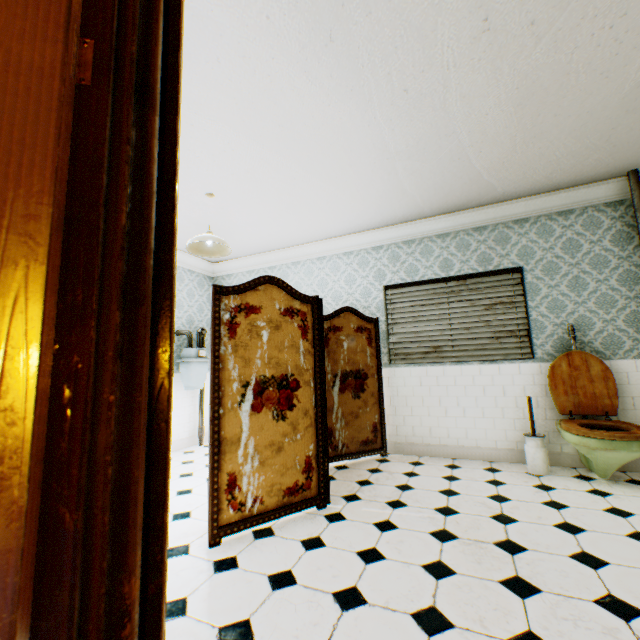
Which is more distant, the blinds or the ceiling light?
the blinds

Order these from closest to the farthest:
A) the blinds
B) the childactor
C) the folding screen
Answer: the childactor → the folding screen → the blinds

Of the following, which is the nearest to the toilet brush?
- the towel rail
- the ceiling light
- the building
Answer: the building

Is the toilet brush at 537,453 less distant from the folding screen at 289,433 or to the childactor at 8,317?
the folding screen at 289,433

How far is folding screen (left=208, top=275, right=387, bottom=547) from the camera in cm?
238

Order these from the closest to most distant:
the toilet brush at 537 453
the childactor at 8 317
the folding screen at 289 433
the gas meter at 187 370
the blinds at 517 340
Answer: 1. the childactor at 8 317
2. the folding screen at 289 433
3. the toilet brush at 537 453
4. the blinds at 517 340
5. the gas meter at 187 370

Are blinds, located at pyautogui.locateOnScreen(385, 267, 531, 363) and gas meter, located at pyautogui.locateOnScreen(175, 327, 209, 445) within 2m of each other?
no

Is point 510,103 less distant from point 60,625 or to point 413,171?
point 413,171
